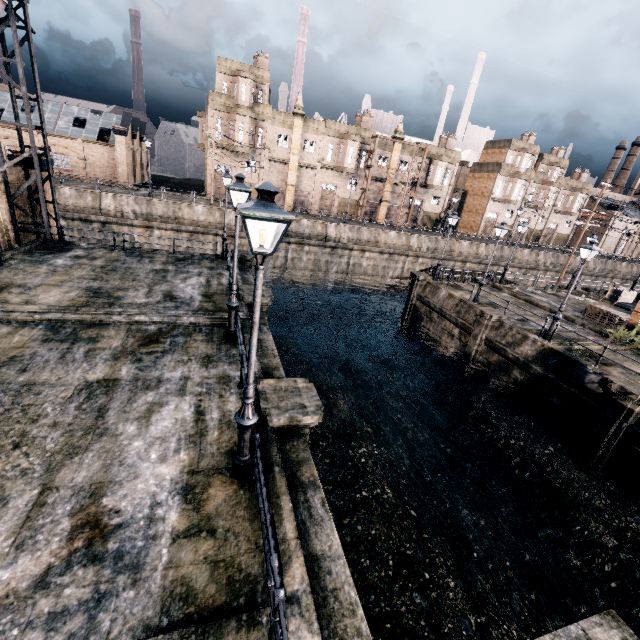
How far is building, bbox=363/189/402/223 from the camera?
50.8m

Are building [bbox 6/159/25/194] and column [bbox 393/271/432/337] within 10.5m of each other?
no

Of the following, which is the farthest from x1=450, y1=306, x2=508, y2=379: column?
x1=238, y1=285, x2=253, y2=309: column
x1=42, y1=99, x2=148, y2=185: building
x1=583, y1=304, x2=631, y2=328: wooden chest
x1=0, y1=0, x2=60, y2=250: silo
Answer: x1=42, y1=99, x2=148, y2=185: building

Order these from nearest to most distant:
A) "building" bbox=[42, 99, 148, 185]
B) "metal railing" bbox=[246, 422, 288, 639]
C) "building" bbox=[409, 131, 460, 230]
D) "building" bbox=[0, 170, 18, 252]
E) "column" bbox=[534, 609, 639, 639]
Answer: "column" bbox=[534, 609, 639, 639]
"metal railing" bbox=[246, 422, 288, 639]
"building" bbox=[0, 170, 18, 252]
"building" bbox=[42, 99, 148, 185]
"building" bbox=[409, 131, 460, 230]

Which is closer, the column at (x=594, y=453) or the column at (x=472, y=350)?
the column at (x=594, y=453)

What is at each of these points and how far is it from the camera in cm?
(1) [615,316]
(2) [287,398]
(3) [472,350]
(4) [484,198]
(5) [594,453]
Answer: (1) wooden chest, 2431
(2) column, 880
(3) column, 2233
(4) building, 5794
(5) column, 1512

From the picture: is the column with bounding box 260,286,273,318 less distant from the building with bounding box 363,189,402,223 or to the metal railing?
the metal railing

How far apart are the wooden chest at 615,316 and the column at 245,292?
24.49m
